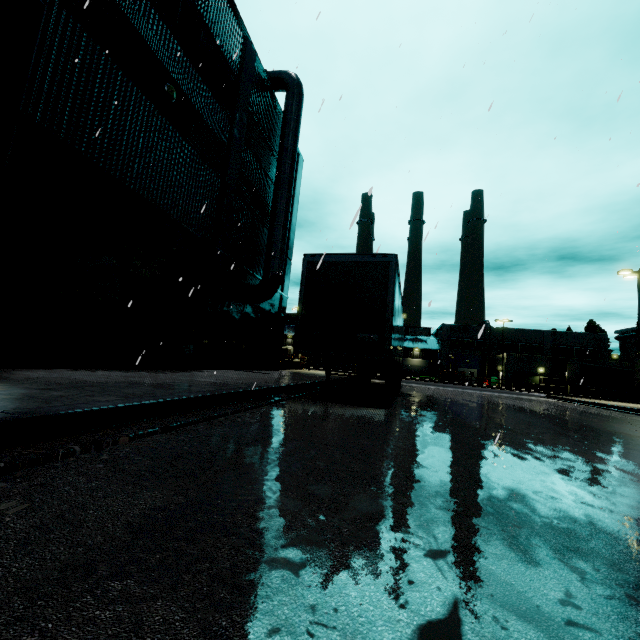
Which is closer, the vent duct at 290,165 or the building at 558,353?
the vent duct at 290,165

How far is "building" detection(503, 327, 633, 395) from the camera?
45.0 meters

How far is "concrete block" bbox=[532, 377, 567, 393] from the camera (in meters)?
43.75

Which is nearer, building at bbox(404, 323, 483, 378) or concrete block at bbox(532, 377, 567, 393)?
concrete block at bbox(532, 377, 567, 393)

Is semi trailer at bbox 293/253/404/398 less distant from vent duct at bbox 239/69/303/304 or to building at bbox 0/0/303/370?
building at bbox 0/0/303/370

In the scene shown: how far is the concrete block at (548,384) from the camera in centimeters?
4375cm

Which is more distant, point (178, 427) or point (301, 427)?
point (301, 427)

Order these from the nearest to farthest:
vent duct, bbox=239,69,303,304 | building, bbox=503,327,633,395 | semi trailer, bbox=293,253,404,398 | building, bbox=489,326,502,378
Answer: semi trailer, bbox=293,253,404,398 < vent duct, bbox=239,69,303,304 < building, bbox=503,327,633,395 < building, bbox=489,326,502,378
